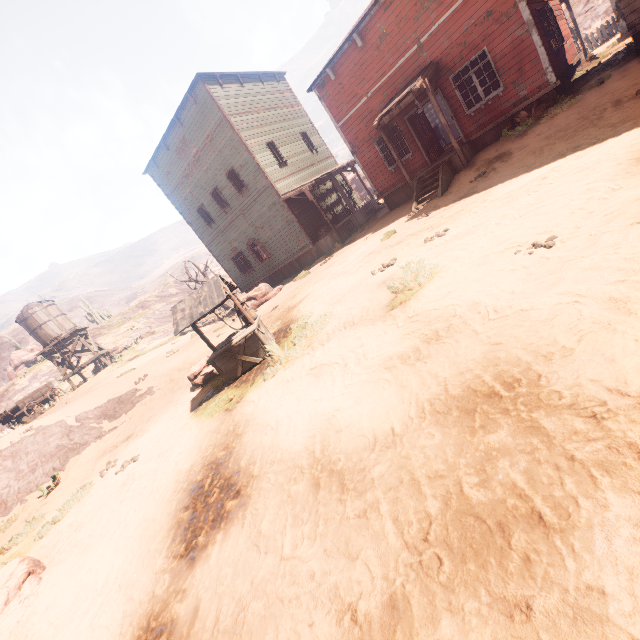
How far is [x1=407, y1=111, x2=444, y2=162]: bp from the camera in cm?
1413

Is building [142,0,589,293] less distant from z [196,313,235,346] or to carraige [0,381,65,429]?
z [196,313,235,346]

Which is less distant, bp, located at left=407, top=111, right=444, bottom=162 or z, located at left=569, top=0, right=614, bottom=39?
bp, located at left=407, top=111, right=444, bottom=162

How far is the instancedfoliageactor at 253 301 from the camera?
18.34m

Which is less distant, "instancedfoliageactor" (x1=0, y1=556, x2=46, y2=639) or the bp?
"instancedfoliageactor" (x1=0, y1=556, x2=46, y2=639)

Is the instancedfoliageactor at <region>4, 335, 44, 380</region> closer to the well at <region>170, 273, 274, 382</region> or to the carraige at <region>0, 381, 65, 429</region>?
the carraige at <region>0, 381, 65, 429</region>

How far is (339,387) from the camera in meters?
4.5 m

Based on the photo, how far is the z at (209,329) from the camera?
15.5m
